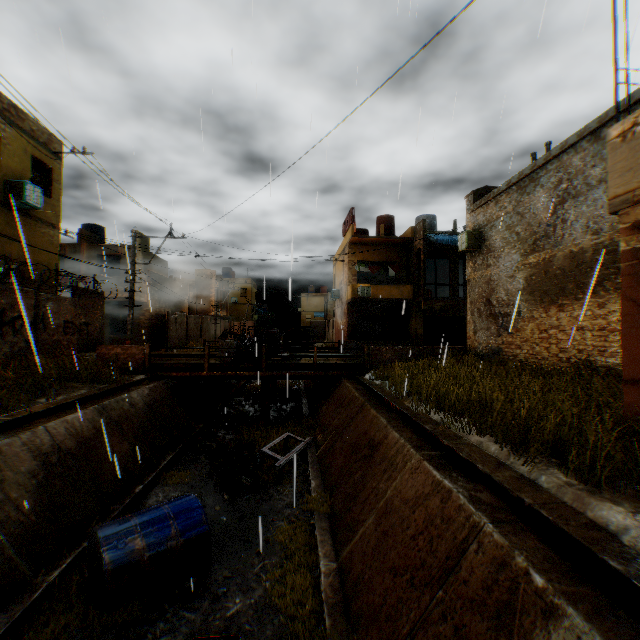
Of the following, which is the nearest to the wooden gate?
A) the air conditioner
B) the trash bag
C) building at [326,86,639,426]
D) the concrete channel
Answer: building at [326,86,639,426]

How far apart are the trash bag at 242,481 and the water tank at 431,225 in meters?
21.1

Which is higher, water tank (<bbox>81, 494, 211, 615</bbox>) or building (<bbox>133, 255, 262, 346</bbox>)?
building (<bbox>133, 255, 262, 346</bbox>)

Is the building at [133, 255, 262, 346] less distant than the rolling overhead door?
Yes

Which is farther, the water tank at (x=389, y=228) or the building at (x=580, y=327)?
the water tank at (x=389, y=228)

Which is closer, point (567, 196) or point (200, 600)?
point (200, 600)

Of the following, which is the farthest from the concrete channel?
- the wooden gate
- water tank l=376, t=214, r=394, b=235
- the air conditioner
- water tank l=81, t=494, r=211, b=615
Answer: water tank l=376, t=214, r=394, b=235

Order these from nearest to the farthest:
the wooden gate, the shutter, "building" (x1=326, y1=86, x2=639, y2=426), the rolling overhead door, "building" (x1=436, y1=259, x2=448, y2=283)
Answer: "building" (x1=326, y1=86, x2=639, y2=426)
the shutter
the wooden gate
the rolling overhead door
"building" (x1=436, y1=259, x2=448, y2=283)
